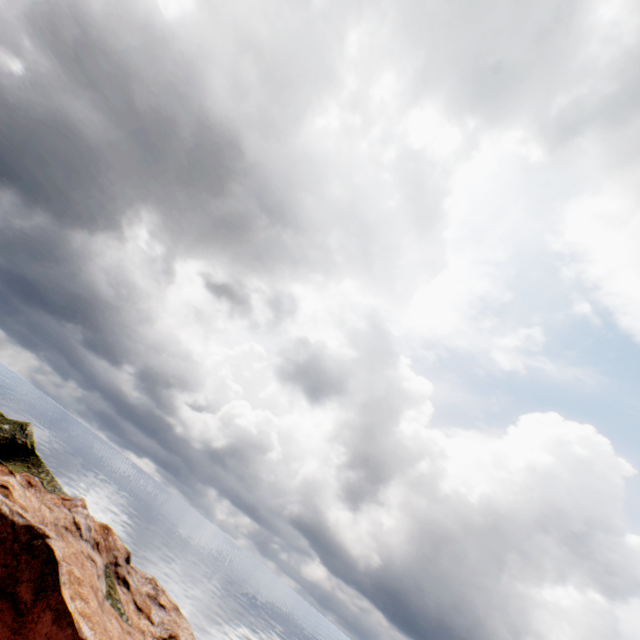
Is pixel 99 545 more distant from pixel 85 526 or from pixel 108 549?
pixel 85 526
